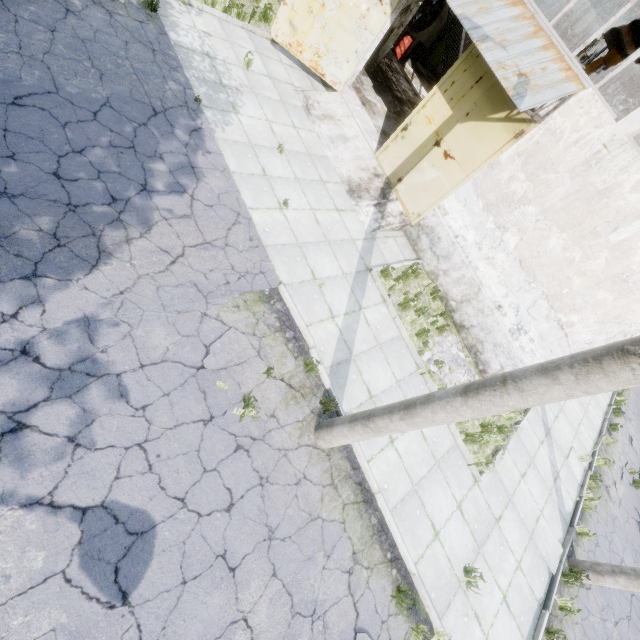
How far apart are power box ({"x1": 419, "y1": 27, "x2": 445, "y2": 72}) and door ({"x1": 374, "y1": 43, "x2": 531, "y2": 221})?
13.9m

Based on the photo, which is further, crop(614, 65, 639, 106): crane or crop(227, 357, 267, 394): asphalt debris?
crop(614, 65, 639, 106): crane

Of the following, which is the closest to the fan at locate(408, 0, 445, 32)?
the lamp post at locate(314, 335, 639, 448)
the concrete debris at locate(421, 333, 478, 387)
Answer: the concrete debris at locate(421, 333, 478, 387)

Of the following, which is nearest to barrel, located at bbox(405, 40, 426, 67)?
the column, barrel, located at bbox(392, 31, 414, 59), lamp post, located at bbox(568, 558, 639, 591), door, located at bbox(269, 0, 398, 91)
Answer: barrel, located at bbox(392, 31, 414, 59)

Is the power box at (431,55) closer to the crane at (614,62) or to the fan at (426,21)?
the fan at (426,21)

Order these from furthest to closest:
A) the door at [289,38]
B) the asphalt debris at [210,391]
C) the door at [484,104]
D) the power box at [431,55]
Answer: the power box at [431,55] → the door at [289,38] → the door at [484,104] → the asphalt debris at [210,391]

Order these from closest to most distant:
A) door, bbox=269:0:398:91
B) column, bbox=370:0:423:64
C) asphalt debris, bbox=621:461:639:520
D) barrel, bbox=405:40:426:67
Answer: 1. door, bbox=269:0:398:91
2. asphalt debris, bbox=621:461:639:520
3. column, bbox=370:0:423:64
4. barrel, bbox=405:40:426:67

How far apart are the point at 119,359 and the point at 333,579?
4.75m
